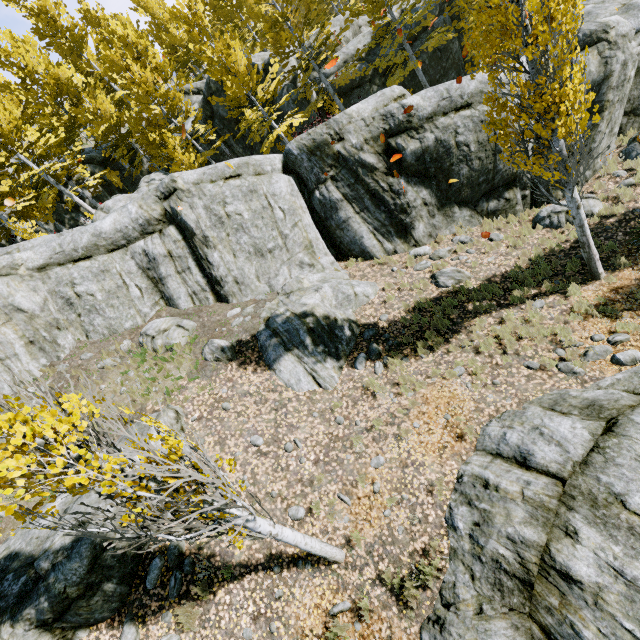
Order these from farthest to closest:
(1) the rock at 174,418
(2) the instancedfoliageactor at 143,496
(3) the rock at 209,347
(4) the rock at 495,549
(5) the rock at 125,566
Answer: (3) the rock at 209,347 < (1) the rock at 174,418 < (5) the rock at 125,566 < (4) the rock at 495,549 < (2) the instancedfoliageactor at 143,496

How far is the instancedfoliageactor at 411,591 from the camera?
5.6m

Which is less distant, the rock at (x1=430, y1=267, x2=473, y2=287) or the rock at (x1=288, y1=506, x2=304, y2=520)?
the rock at (x1=288, y1=506, x2=304, y2=520)

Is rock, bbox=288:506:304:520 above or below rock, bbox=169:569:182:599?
below

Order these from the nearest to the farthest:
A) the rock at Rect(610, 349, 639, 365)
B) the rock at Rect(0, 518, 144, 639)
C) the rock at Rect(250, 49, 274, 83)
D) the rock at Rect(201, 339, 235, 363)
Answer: the rock at Rect(0, 518, 144, 639)
the rock at Rect(610, 349, 639, 365)
the rock at Rect(201, 339, 235, 363)
the rock at Rect(250, 49, 274, 83)

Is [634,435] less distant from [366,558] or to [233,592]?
[366,558]

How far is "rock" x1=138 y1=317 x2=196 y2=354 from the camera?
10.6m
